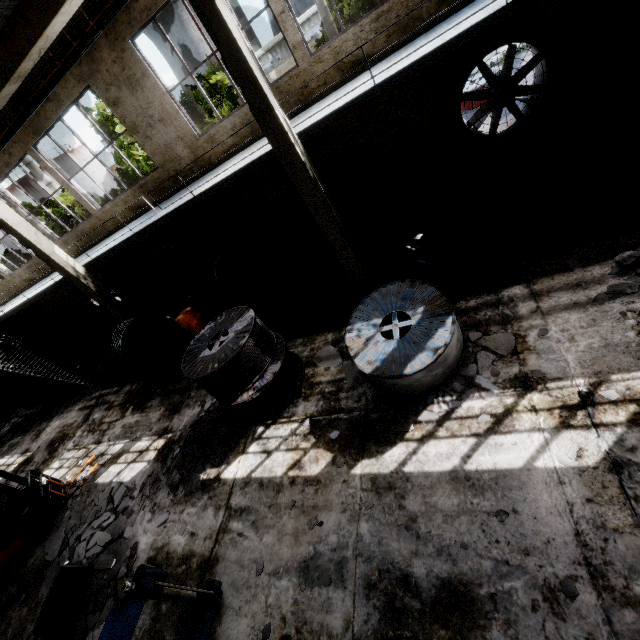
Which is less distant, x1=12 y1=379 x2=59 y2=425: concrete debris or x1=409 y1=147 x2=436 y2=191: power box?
x1=409 y1=147 x2=436 y2=191: power box

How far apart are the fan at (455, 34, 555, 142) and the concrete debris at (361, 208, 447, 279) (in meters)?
1.84

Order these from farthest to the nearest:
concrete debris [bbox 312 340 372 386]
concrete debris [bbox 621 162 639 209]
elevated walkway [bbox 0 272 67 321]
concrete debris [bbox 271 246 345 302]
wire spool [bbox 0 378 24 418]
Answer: wire spool [bbox 0 378 24 418]
elevated walkway [bbox 0 272 67 321]
concrete debris [bbox 271 246 345 302]
concrete debris [bbox 312 340 372 386]
concrete debris [bbox 621 162 639 209]

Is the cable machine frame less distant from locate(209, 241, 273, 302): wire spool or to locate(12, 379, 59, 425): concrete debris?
locate(209, 241, 273, 302): wire spool

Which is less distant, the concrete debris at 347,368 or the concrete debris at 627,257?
the concrete debris at 627,257

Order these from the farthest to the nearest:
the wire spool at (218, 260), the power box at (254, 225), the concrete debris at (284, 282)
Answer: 1. the power box at (254, 225)
2. the wire spool at (218, 260)
3. the concrete debris at (284, 282)

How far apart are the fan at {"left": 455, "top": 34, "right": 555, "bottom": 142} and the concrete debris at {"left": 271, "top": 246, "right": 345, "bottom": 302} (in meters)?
4.26

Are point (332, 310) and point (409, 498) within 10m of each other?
yes
